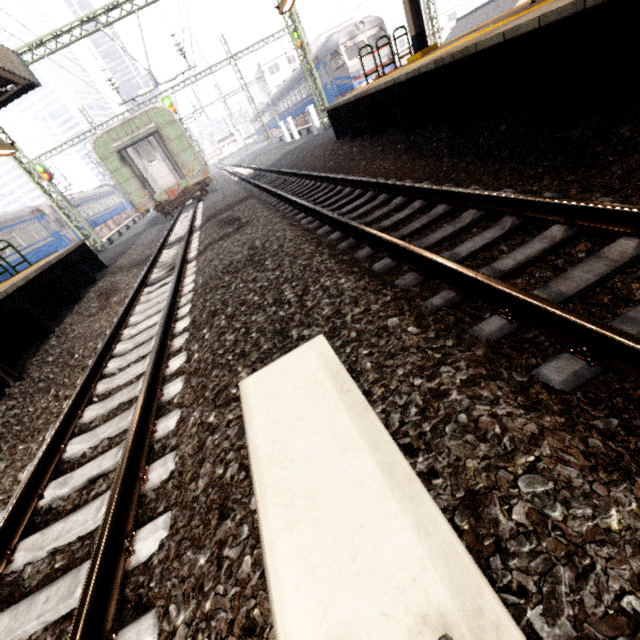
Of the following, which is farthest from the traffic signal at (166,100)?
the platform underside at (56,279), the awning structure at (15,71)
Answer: the platform underside at (56,279)

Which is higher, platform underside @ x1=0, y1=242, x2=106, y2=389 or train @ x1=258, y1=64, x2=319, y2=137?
train @ x1=258, y1=64, x2=319, y2=137

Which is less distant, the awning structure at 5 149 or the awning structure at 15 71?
the awning structure at 15 71

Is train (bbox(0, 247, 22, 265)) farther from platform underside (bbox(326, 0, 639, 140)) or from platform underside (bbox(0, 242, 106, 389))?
platform underside (bbox(326, 0, 639, 140))

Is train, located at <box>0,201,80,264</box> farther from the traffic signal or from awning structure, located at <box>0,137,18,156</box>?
awning structure, located at <box>0,137,18,156</box>

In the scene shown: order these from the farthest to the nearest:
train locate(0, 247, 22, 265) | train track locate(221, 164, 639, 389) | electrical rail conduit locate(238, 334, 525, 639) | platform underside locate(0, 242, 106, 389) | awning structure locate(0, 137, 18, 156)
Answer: train locate(0, 247, 22, 265) < awning structure locate(0, 137, 18, 156) < platform underside locate(0, 242, 106, 389) < train track locate(221, 164, 639, 389) < electrical rail conduit locate(238, 334, 525, 639)

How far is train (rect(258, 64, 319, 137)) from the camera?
28.0 meters

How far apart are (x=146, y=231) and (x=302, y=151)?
9.0m
